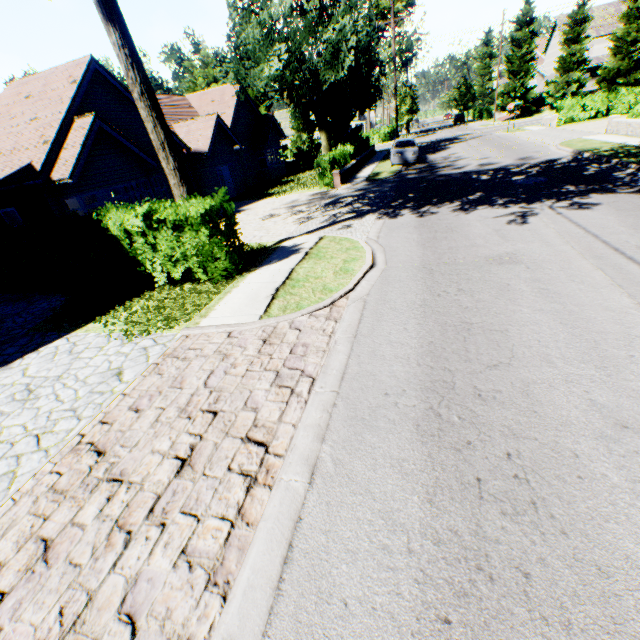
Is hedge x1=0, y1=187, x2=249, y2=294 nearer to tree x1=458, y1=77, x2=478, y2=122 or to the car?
tree x1=458, y1=77, x2=478, y2=122

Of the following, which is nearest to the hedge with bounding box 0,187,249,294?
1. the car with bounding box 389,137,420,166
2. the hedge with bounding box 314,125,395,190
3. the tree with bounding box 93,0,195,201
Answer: the tree with bounding box 93,0,195,201

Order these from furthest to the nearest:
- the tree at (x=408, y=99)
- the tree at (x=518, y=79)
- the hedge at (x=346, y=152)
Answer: the tree at (x=408, y=99)
the tree at (x=518, y=79)
the hedge at (x=346, y=152)

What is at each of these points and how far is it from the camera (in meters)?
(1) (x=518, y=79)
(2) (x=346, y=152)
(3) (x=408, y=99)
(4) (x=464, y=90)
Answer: (1) tree, 41.41
(2) hedge, 23.03
(3) tree, 44.22
(4) tree, 55.16

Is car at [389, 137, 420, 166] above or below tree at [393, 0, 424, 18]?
below

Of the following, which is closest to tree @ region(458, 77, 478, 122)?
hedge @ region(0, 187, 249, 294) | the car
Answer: hedge @ region(0, 187, 249, 294)

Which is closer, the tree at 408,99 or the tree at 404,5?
the tree at 404,5
